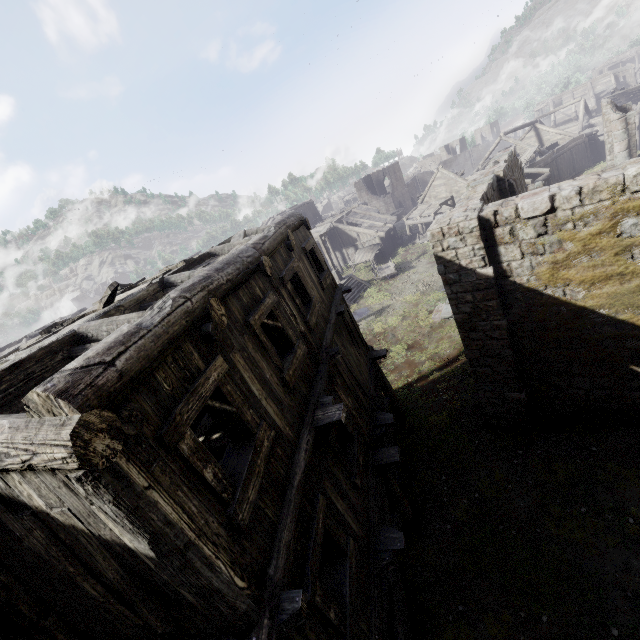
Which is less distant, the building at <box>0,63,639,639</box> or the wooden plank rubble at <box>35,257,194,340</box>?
the building at <box>0,63,639,639</box>

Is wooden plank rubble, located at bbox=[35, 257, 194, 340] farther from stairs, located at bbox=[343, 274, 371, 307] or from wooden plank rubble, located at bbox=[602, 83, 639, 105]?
wooden plank rubble, located at bbox=[602, 83, 639, 105]

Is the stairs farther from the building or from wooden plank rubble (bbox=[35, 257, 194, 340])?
wooden plank rubble (bbox=[35, 257, 194, 340])

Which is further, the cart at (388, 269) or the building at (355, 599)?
the cart at (388, 269)

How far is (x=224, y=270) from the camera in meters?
5.0 m

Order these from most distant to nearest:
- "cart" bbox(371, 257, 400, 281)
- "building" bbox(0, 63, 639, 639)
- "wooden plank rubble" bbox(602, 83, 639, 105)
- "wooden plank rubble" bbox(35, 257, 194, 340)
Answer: "wooden plank rubble" bbox(602, 83, 639, 105) → "cart" bbox(371, 257, 400, 281) → "wooden plank rubble" bbox(35, 257, 194, 340) → "building" bbox(0, 63, 639, 639)

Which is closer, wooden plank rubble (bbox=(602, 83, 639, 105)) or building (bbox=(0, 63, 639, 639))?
building (bbox=(0, 63, 639, 639))

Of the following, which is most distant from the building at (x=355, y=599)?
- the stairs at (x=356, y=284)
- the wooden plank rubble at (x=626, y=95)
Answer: the stairs at (x=356, y=284)
